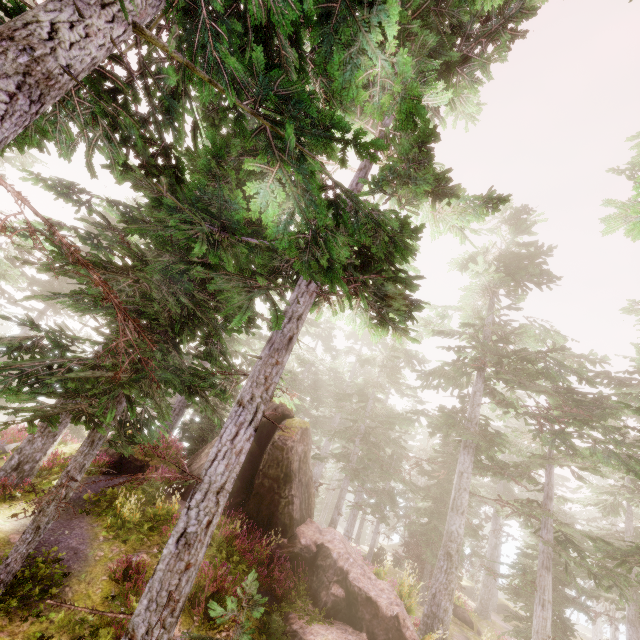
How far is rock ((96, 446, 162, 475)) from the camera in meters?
13.7

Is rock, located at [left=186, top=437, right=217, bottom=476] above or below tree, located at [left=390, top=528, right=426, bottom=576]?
above

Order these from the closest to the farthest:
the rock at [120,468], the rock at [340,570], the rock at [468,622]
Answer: the rock at [340,570]
the rock at [120,468]
the rock at [468,622]

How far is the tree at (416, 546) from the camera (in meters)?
22.64

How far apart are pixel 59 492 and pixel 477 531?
25.9 meters

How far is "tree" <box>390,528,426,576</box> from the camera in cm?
2264

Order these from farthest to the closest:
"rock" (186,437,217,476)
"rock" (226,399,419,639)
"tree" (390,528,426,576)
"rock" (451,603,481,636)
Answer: "tree" (390,528,426,576) < "rock" (451,603,481,636) < "rock" (186,437,217,476) < "rock" (226,399,419,639)

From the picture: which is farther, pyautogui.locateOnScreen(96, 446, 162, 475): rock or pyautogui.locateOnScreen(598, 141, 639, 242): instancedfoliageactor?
pyautogui.locateOnScreen(96, 446, 162, 475): rock
